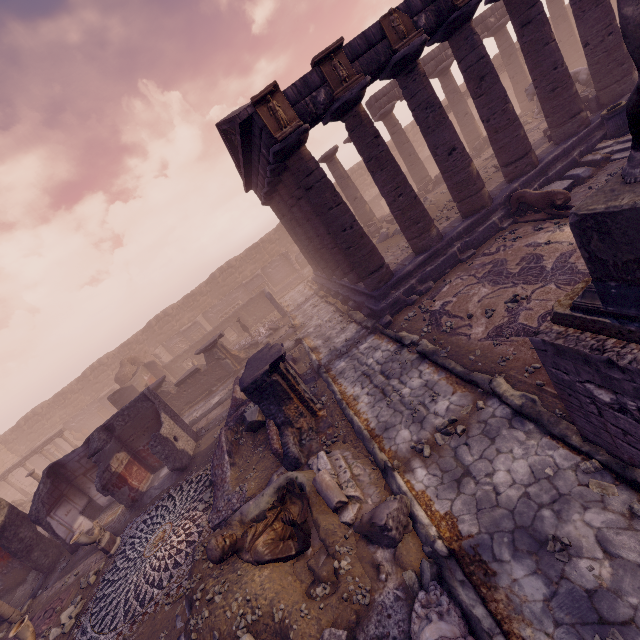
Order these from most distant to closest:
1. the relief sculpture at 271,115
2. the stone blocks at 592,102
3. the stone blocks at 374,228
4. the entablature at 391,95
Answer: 1. the entablature at 391,95
2. the stone blocks at 374,228
3. the stone blocks at 592,102
4. the relief sculpture at 271,115

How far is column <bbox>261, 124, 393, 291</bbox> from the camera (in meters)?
9.78

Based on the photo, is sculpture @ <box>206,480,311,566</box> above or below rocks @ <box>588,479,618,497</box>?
above

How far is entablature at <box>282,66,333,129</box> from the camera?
9.1 meters

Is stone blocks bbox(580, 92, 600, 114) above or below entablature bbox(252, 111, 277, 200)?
below

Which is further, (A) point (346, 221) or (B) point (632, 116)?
(A) point (346, 221)

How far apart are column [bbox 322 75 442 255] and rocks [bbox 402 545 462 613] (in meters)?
8.83

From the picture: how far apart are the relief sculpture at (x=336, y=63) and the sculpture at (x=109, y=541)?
14.47m
